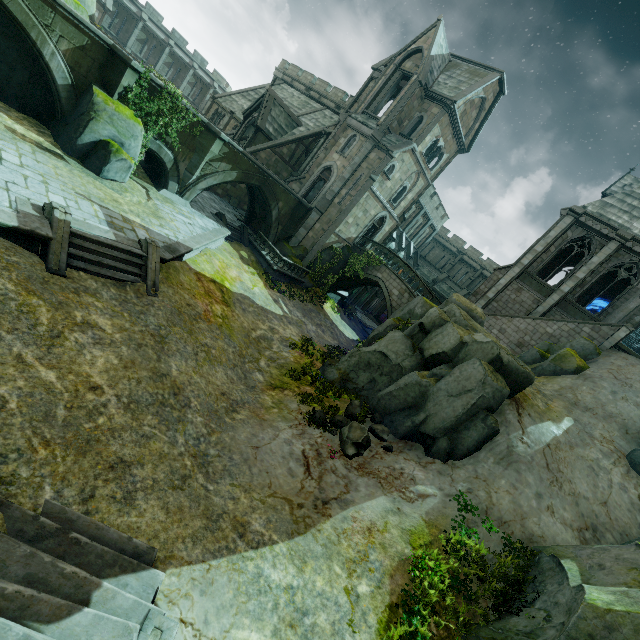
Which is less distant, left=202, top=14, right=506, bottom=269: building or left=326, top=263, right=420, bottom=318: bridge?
left=202, top=14, right=506, bottom=269: building

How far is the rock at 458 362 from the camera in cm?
1126

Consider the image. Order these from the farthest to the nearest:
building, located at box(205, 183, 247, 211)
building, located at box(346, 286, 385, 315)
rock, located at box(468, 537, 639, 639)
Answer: building, located at box(346, 286, 385, 315) < building, located at box(205, 183, 247, 211) < rock, located at box(468, 537, 639, 639)

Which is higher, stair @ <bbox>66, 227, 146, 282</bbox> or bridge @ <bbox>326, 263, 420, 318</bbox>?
bridge @ <bbox>326, 263, 420, 318</bbox>

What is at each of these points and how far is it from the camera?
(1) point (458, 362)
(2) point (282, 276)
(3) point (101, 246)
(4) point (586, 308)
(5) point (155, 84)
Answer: (1) rock, 13.2m
(2) wall trim, 25.4m
(3) stair, 11.1m
(4) building, 34.8m
(5) bridge, 16.0m

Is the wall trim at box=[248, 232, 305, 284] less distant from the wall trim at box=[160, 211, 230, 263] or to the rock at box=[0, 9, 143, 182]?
the wall trim at box=[160, 211, 230, 263]

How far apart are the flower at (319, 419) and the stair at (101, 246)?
7.9 meters

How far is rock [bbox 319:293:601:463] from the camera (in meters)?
11.26
